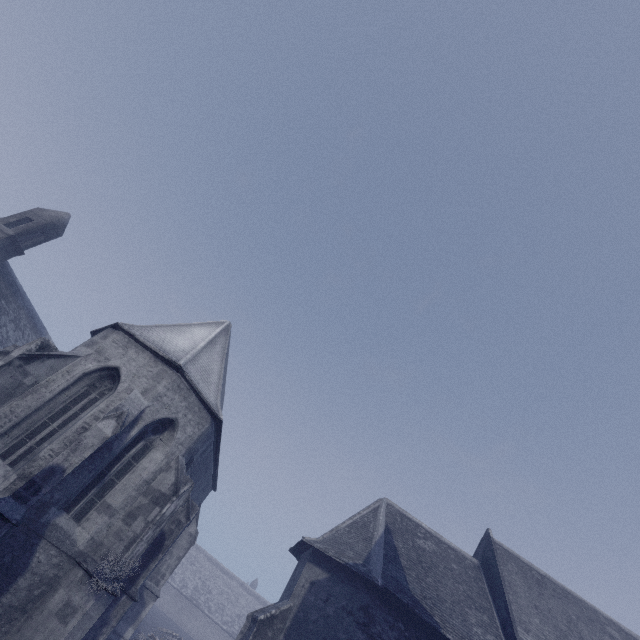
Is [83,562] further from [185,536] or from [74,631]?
[185,536]
